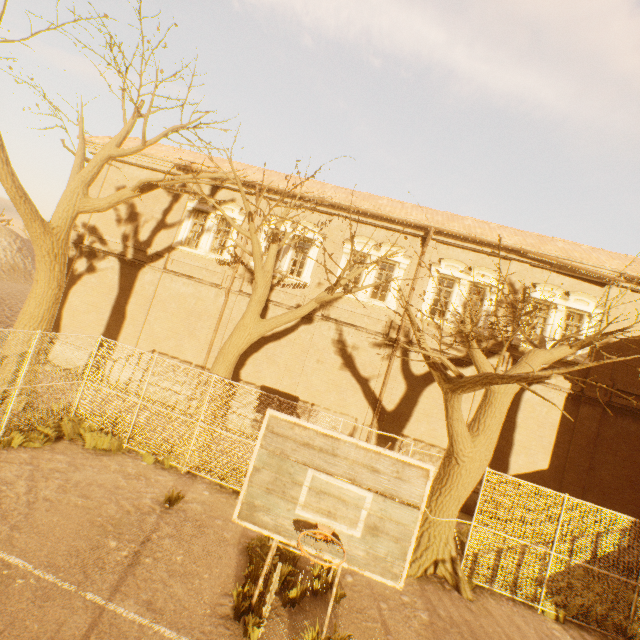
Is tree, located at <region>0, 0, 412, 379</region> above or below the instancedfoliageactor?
above

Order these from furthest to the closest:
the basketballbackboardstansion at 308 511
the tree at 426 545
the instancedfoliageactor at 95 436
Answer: the instancedfoliageactor at 95 436 < the tree at 426 545 < the basketballbackboardstansion at 308 511

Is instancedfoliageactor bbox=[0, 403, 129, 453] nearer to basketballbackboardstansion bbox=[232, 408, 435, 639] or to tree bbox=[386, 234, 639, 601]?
tree bbox=[386, 234, 639, 601]

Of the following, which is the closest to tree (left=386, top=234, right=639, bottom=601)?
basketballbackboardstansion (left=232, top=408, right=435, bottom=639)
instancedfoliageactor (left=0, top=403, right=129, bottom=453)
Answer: instancedfoliageactor (left=0, top=403, right=129, bottom=453)

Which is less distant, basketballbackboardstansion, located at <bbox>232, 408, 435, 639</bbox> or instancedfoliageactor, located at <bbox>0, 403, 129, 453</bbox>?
basketballbackboardstansion, located at <bbox>232, 408, 435, 639</bbox>

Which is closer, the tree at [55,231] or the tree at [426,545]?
the tree at [426,545]

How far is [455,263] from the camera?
13.95m
